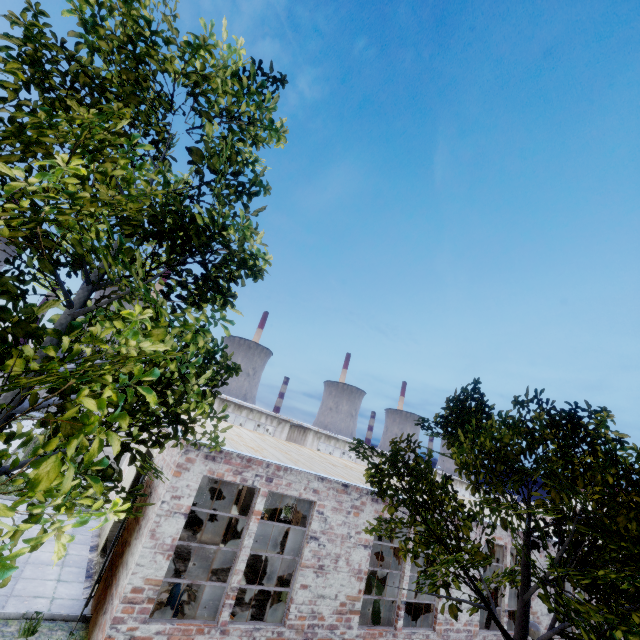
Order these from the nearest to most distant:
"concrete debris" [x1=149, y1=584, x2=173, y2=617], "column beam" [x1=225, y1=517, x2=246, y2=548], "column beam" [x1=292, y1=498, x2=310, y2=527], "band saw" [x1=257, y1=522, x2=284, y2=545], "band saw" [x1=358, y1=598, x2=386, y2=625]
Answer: "concrete debris" [x1=149, y1=584, x2=173, y2=617] < "band saw" [x1=358, y1=598, x2=386, y2=625] < "column beam" [x1=292, y1=498, x2=310, y2=527] < "column beam" [x1=225, y1=517, x2=246, y2=548] < "band saw" [x1=257, y1=522, x2=284, y2=545]

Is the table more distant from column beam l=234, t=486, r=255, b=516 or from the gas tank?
the gas tank

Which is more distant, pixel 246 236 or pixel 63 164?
pixel 246 236

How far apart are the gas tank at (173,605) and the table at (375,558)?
16.5 meters

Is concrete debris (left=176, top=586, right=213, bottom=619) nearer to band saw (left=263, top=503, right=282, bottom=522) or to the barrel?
the barrel

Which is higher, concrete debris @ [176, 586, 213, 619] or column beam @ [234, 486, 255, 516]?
column beam @ [234, 486, 255, 516]

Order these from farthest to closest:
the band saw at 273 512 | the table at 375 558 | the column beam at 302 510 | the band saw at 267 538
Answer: the table at 375 558 < the band saw at 273 512 < the band saw at 267 538 < the column beam at 302 510

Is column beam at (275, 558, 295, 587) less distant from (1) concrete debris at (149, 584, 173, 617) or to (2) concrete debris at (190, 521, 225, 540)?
(2) concrete debris at (190, 521, 225, 540)
